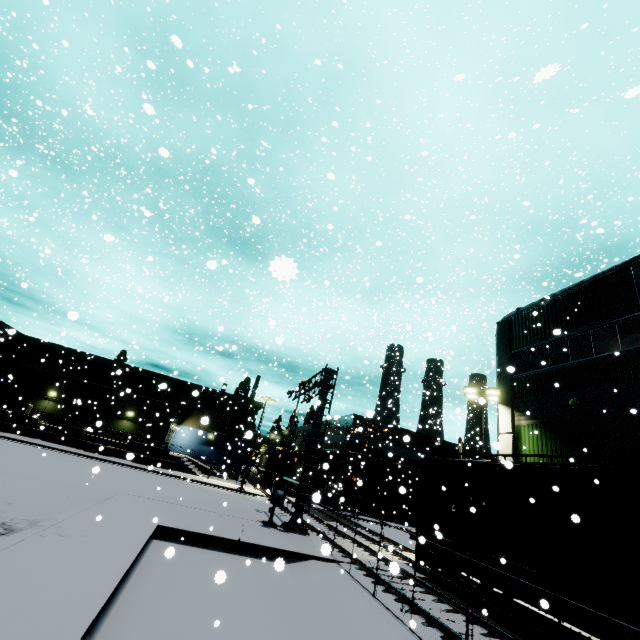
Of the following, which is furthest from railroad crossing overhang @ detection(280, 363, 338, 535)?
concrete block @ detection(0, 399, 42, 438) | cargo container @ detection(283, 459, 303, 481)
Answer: concrete block @ detection(0, 399, 42, 438)

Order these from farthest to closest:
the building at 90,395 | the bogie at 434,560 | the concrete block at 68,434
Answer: the building at 90,395 < the concrete block at 68,434 < the bogie at 434,560

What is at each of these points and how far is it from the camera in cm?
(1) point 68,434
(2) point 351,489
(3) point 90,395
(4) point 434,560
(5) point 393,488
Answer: (1) concrete block, 3155
(2) building, 3797
(3) building, 3550
(4) bogie, 1436
(5) building, 3953

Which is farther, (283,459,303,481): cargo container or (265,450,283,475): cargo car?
(265,450,283,475): cargo car

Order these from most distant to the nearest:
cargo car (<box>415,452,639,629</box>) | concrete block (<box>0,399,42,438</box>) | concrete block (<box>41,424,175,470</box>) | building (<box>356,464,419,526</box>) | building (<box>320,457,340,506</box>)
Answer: building (<box>320,457,340,506</box>), building (<box>356,464,419,526</box>), concrete block (<box>41,424,175,470</box>), concrete block (<box>0,399,42,438</box>), cargo car (<box>415,452,639,629</box>)

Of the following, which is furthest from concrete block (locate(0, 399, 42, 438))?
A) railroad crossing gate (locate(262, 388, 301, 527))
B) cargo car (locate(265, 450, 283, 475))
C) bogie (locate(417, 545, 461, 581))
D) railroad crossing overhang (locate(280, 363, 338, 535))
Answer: bogie (locate(417, 545, 461, 581))

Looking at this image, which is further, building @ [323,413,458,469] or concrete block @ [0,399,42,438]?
building @ [323,413,458,469]

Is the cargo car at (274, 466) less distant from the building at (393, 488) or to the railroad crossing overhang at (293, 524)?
the building at (393, 488)
